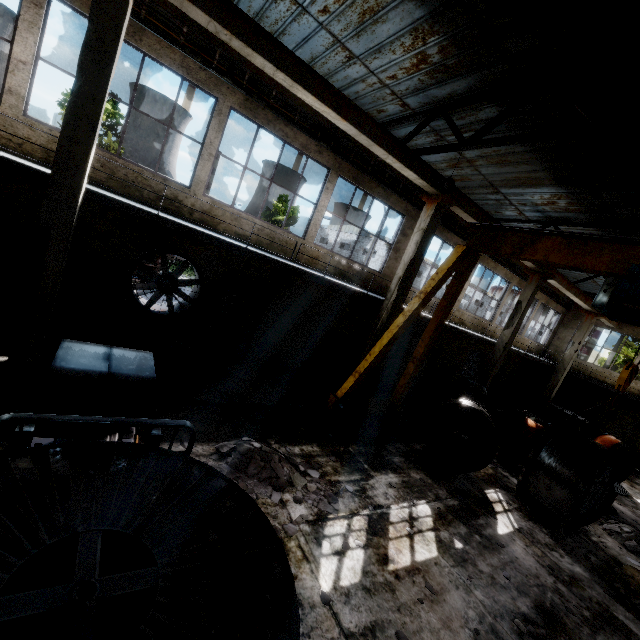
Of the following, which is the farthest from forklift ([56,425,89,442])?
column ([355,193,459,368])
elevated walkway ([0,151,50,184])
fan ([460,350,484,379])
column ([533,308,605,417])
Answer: column ([533,308,605,417])

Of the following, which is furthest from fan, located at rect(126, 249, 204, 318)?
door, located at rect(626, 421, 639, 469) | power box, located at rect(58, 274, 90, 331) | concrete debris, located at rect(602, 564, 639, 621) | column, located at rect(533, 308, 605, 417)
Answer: door, located at rect(626, 421, 639, 469)

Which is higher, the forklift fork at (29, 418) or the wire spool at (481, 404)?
the forklift fork at (29, 418)

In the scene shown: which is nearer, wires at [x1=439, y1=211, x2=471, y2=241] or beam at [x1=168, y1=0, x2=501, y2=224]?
beam at [x1=168, y1=0, x2=501, y2=224]

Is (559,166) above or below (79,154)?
above

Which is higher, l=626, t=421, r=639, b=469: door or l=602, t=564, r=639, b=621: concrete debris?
l=626, t=421, r=639, b=469: door

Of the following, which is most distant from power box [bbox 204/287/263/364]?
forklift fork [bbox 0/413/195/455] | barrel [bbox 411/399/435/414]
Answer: forklift fork [bbox 0/413/195/455]

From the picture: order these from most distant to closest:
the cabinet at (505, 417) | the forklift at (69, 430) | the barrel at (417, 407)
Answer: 1. the cabinet at (505, 417)
2. the barrel at (417, 407)
3. the forklift at (69, 430)
